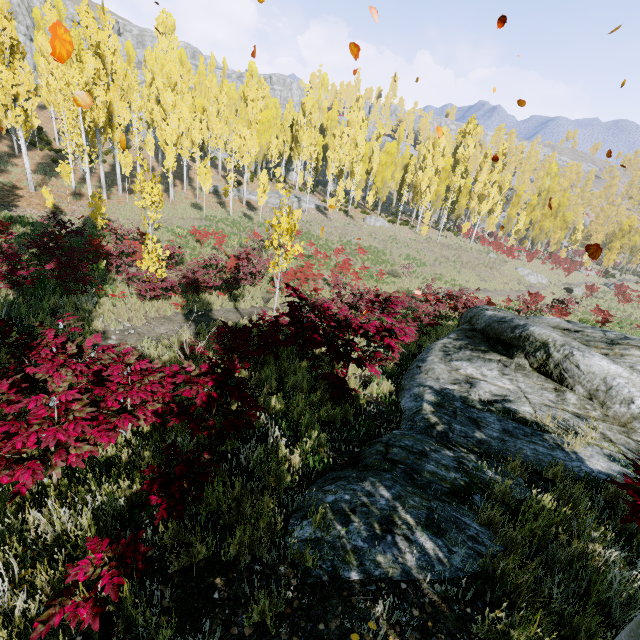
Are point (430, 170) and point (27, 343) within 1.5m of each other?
no

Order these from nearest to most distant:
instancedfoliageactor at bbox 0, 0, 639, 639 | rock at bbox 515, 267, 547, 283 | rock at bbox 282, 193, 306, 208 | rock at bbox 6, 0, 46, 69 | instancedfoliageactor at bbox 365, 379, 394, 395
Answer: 1. instancedfoliageactor at bbox 0, 0, 639, 639
2. instancedfoliageactor at bbox 365, 379, 394, 395
3. rock at bbox 515, 267, 547, 283
4. rock at bbox 282, 193, 306, 208
5. rock at bbox 6, 0, 46, 69

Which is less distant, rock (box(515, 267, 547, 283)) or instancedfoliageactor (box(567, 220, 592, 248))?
rock (box(515, 267, 547, 283))

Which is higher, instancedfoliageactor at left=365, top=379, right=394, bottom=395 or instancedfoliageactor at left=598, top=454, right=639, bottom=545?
instancedfoliageactor at left=598, top=454, right=639, bottom=545

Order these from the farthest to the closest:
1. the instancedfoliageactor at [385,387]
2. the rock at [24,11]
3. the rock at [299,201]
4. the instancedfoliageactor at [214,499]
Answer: the rock at [24,11]
the rock at [299,201]
the instancedfoliageactor at [385,387]
the instancedfoliageactor at [214,499]

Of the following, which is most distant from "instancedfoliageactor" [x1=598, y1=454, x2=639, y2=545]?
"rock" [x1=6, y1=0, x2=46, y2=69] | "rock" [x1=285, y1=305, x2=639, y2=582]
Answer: "rock" [x1=285, y1=305, x2=639, y2=582]

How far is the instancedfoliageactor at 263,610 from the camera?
2.08m
